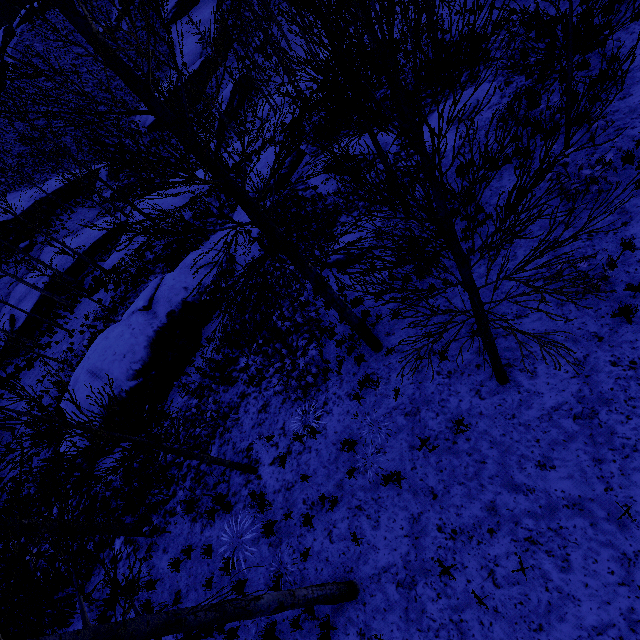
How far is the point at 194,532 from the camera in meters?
8.5

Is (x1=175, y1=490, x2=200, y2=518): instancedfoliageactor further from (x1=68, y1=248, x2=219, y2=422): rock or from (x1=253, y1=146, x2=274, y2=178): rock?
(x1=253, y1=146, x2=274, y2=178): rock

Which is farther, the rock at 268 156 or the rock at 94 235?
the rock at 94 235

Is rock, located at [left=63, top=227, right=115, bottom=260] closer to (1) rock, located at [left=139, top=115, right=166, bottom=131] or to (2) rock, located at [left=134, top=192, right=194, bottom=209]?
(2) rock, located at [left=134, top=192, right=194, bottom=209]

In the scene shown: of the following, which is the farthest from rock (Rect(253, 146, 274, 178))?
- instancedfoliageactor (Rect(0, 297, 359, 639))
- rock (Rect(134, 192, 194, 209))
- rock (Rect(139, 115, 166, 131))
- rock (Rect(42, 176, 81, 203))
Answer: rock (Rect(139, 115, 166, 131))

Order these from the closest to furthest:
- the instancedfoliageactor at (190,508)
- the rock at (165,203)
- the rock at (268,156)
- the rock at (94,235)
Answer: the instancedfoliageactor at (190,508) < the rock at (268,156) < the rock at (165,203) < the rock at (94,235)

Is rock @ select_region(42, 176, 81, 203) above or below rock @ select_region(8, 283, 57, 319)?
above

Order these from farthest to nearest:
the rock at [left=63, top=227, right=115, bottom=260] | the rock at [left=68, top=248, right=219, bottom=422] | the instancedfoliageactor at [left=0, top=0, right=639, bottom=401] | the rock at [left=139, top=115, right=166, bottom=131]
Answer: the rock at [left=139, top=115, right=166, bottom=131] → the rock at [left=63, top=227, right=115, bottom=260] → the rock at [left=68, top=248, right=219, bottom=422] → the instancedfoliageactor at [left=0, top=0, right=639, bottom=401]
